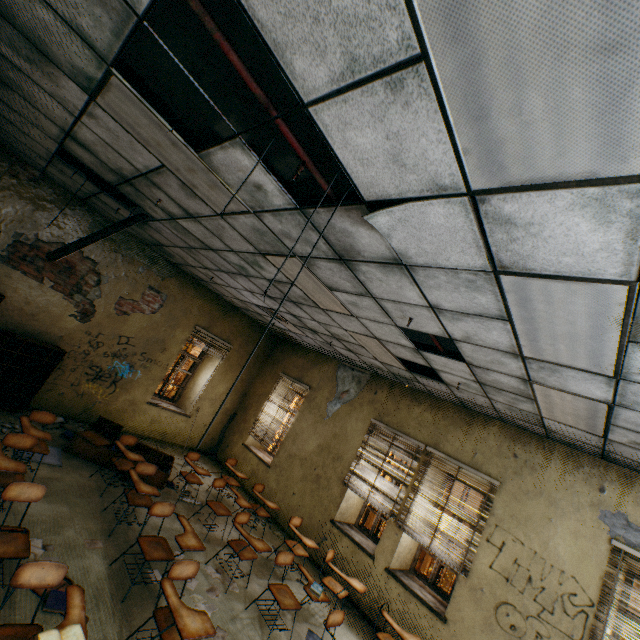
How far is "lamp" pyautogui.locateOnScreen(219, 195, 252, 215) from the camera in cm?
293

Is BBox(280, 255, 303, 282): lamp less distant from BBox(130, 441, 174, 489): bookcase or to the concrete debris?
BBox(130, 441, 174, 489): bookcase

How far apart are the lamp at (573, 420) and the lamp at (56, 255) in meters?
5.4

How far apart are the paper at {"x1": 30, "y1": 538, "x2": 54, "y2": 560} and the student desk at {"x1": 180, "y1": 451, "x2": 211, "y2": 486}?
2.3m

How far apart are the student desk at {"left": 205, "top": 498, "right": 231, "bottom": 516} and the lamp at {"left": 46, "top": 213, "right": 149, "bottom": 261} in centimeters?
438cm

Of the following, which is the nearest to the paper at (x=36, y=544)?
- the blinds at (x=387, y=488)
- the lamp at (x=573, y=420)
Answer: the blinds at (x=387, y=488)

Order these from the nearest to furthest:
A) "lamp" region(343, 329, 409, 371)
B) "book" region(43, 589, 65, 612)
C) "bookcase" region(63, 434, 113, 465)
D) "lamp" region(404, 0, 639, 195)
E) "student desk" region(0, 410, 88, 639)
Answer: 1. "lamp" region(404, 0, 639, 195)
2. "student desk" region(0, 410, 88, 639)
3. "book" region(43, 589, 65, 612)
4. "lamp" region(343, 329, 409, 371)
5. "bookcase" region(63, 434, 113, 465)

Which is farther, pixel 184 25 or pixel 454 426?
pixel 454 426
